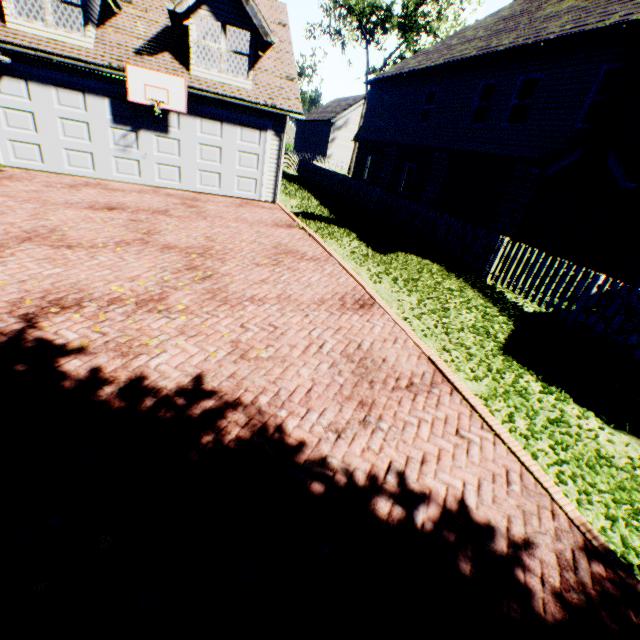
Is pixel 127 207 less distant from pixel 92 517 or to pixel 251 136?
pixel 251 136

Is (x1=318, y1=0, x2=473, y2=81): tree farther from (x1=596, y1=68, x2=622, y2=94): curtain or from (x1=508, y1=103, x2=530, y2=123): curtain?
(x1=508, y1=103, x2=530, y2=123): curtain

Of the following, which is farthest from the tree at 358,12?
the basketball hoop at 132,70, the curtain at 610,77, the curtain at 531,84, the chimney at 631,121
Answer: the basketball hoop at 132,70

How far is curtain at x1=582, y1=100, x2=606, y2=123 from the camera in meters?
9.8

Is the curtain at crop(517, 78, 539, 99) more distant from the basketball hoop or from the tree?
the tree

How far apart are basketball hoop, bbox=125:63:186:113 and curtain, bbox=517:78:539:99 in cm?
1191

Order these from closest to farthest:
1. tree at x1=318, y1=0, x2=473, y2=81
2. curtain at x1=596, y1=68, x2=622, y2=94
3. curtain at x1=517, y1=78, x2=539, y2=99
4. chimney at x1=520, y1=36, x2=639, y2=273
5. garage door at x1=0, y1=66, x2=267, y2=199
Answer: chimney at x1=520, y1=36, x2=639, y2=273 < curtain at x1=596, y1=68, x2=622, y2=94 < garage door at x1=0, y1=66, x2=267, y2=199 < curtain at x1=517, y1=78, x2=539, y2=99 < tree at x1=318, y1=0, x2=473, y2=81

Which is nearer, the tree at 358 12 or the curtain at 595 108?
the curtain at 595 108
